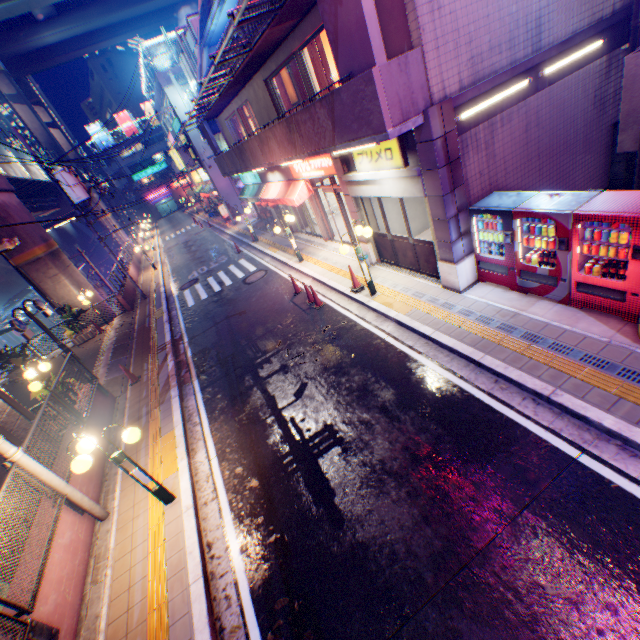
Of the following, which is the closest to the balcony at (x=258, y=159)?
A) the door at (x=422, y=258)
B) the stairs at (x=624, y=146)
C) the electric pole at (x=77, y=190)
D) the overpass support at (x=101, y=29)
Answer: the door at (x=422, y=258)

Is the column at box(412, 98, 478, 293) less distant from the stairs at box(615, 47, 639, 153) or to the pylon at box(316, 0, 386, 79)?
the pylon at box(316, 0, 386, 79)

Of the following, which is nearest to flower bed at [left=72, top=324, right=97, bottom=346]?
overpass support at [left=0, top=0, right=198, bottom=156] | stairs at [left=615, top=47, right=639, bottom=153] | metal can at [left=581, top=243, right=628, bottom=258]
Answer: overpass support at [left=0, top=0, right=198, bottom=156]

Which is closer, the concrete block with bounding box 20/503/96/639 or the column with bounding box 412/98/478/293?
the concrete block with bounding box 20/503/96/639

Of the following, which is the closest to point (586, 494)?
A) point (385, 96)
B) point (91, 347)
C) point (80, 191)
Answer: point (385, 96)

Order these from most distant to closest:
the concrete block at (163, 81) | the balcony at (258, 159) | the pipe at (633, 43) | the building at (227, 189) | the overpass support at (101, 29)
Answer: the overpass support at (101, 29) → the building at (227, 189) → the concrete block at (163, 81) → the pipe at (633, 43) → the balcony at (258, 159)

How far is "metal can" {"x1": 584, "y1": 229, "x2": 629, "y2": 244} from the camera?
5.4 meters

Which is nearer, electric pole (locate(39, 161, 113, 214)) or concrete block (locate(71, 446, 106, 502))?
concrete block (locate(71, 446, 106, 502))
